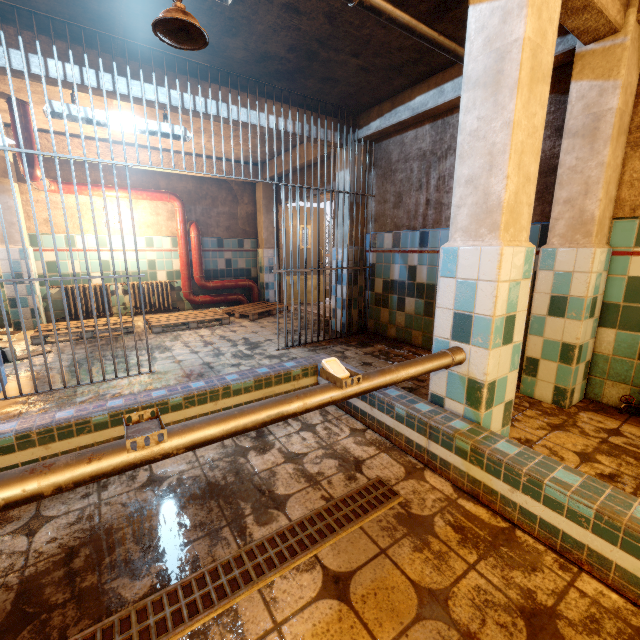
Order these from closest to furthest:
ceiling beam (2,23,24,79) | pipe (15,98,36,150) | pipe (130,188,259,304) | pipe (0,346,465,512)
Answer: pipe (0,346,465,512)
ceiling beam (2,23,24,79)
pipe (15,98,36,150)
pipe (130,188,259,304)

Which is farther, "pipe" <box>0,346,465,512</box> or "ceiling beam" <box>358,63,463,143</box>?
"ceiling beam" <box>358,63,463,143</box>

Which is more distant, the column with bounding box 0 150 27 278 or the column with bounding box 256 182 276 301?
the column with bounding box 256 182 276 301

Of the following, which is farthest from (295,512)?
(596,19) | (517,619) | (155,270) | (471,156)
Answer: (155,270)

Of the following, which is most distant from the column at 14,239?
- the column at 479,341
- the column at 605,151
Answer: the column at 605,151

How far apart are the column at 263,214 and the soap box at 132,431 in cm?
621

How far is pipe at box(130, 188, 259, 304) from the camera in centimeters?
588cm
